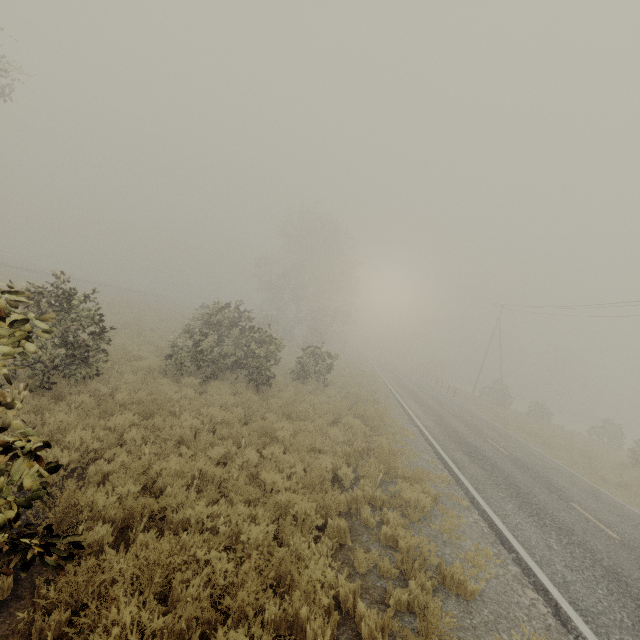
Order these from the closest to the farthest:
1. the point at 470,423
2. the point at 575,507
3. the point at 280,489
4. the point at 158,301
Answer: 1. the point at 280,489
2. the point at 575,507
3. the point at 470,423
4. the point at 158,301

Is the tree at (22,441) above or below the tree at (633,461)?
above

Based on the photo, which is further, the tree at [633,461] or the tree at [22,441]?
the tree at [633,461]

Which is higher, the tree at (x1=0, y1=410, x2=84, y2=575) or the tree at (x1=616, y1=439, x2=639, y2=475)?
the tree at (x1=0, y1=410, x2=84, y2=575)

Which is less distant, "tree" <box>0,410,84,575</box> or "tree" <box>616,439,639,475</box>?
"tree" <box>0,410,84,575</box>
